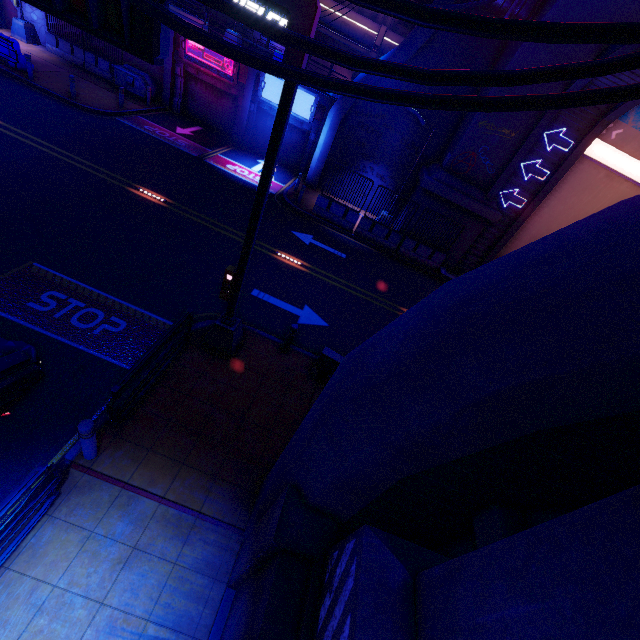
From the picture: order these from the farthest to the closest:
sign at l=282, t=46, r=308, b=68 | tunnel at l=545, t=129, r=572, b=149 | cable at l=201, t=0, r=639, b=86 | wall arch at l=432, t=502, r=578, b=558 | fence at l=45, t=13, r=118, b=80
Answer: fence at l=45, t=13, r=118, b=80, tunnel at l=545, t=129, r=572, b=149, sign at l=282, t=46, r=308, b=68, wall arch at l=432, t=502, r=578, b=558, cable at l=201, t=0, r=639, b=86

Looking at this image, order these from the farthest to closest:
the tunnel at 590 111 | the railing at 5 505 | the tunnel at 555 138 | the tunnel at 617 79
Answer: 1. the tunnel at 555 138
2. the tunnel at 590 111
3. the tunnel at 617 79
4. the railing at 5 505

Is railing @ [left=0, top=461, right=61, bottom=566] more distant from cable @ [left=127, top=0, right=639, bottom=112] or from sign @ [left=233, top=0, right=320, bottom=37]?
cable @ [left=127, top=0, right=639, bottom=112]

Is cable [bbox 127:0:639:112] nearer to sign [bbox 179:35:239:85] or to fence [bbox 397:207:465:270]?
fence [bbox 397:207:465:270]

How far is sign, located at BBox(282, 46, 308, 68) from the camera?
4.73m

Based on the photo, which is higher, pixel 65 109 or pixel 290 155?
pixel 290 155

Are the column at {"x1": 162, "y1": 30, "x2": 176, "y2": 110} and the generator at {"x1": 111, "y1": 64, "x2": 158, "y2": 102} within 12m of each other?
yes

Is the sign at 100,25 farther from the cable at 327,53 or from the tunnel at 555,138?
the tunnel at 555,138
